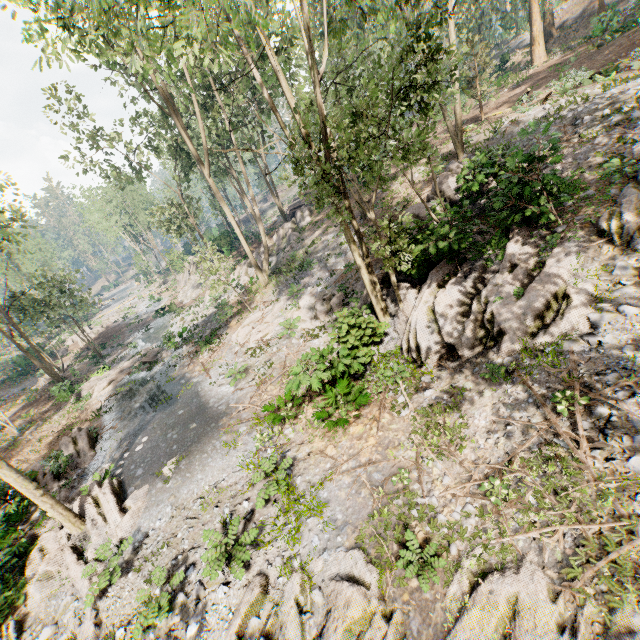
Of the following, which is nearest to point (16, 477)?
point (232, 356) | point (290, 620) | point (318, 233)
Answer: point (290, 620)

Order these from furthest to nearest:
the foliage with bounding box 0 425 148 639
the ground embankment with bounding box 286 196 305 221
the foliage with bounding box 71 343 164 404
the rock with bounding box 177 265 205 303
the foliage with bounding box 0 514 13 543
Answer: the rock with bounding box 177 265 205 303
the ground embankment with bounding box 286 196 305 221
the foliage with bounding box 71 343 164 404
the foliage with bounding box 0 514 13 543
the foliage with bounding box 0 425 148 639

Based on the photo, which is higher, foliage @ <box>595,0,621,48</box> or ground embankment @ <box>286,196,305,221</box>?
foliage @ <box>595,0,621,48</box>

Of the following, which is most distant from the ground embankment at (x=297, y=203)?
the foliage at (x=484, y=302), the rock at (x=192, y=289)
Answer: the rock at (x=192, y=289)

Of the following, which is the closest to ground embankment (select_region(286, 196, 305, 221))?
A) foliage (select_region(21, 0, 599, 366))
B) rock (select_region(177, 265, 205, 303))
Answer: foliage (select_region(21, 0, 599, 366))

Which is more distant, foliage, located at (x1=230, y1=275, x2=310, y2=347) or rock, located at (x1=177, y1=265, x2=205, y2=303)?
rock, located at (x1=177, y1=265, x2=205, y2=303)
